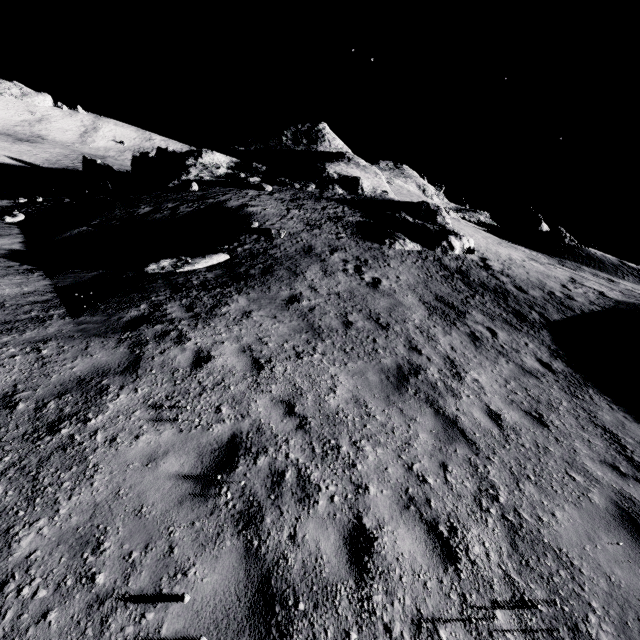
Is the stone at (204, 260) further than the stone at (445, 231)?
No

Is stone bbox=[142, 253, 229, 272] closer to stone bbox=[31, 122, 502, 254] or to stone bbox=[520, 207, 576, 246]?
stone bbox=[31, 122, 502, 254]

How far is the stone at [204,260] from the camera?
10.4 meters

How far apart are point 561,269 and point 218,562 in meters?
29.7

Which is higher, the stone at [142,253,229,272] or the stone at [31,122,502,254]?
the stone at [31,122,502,254]

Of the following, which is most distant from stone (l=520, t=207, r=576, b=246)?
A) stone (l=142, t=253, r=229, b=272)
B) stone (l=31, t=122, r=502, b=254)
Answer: stone (l=142, t=253, r=229, b=272)
